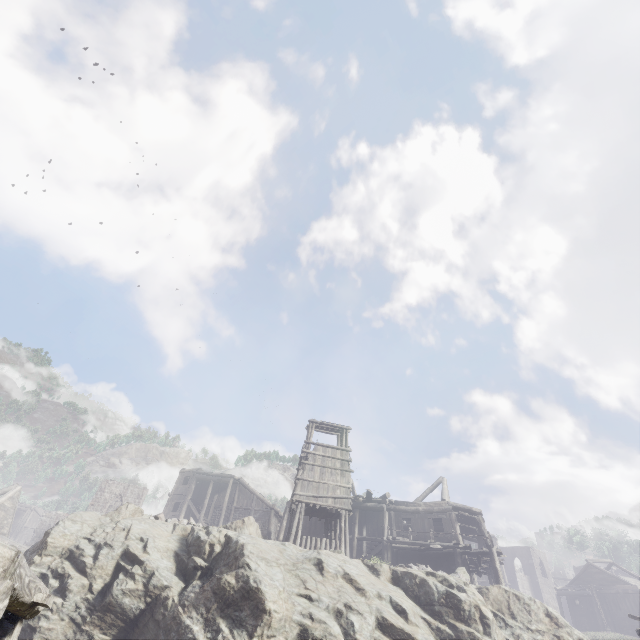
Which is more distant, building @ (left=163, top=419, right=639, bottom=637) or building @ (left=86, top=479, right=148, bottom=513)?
building @ (left=86, top=479, right=148, bottom=513)

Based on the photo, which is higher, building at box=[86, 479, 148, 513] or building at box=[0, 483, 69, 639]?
building at box=[86, 479, 148, 513]

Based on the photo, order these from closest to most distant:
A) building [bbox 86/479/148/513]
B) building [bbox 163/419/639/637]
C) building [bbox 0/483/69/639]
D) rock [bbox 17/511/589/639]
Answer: building [bbox 0/483/69/639] → rock [bbox 17/511/589/639] → building [bbox 163/419/639/637] → building [bbox 86/479/148/513]

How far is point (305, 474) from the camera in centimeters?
2120cm

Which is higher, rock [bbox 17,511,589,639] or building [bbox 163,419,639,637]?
building [bbox 163,419,639,637]

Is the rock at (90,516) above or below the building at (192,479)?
below

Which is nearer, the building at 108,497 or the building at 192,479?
the building at 192,479
